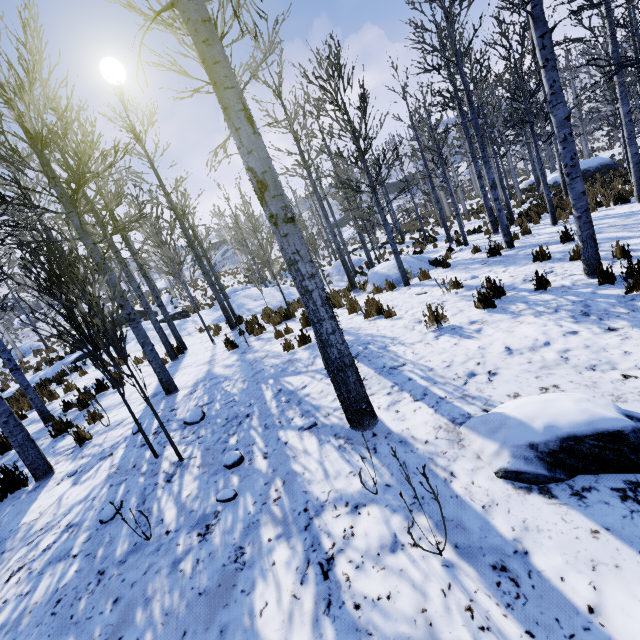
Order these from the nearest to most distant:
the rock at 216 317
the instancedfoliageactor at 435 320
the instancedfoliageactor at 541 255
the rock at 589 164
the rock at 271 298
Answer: the instancedfoliageactor at 435 320 < the instancedfoliageactor at 541 255 < the rock at 216 317 < the rock at 271 298 < the rock at 589 164

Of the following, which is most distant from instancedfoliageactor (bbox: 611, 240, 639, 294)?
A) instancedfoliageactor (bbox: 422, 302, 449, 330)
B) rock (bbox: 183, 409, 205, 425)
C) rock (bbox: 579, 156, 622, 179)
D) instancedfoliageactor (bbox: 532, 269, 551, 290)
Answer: rock (bbox: 579, 156, 622, 179)

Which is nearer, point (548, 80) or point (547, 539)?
point (547, 539)

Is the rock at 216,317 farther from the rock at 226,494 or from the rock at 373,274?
the rock at 373,274

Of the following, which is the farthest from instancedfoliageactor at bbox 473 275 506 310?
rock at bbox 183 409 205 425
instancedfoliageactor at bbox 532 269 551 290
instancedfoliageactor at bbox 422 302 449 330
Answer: instancedfoliageactor at bbox 422 302 449 330

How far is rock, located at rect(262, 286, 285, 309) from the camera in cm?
1708

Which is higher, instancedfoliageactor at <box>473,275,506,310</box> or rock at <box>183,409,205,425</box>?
rock at <box>183,409,205,425</box>

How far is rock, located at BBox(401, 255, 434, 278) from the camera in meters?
9.8 m
